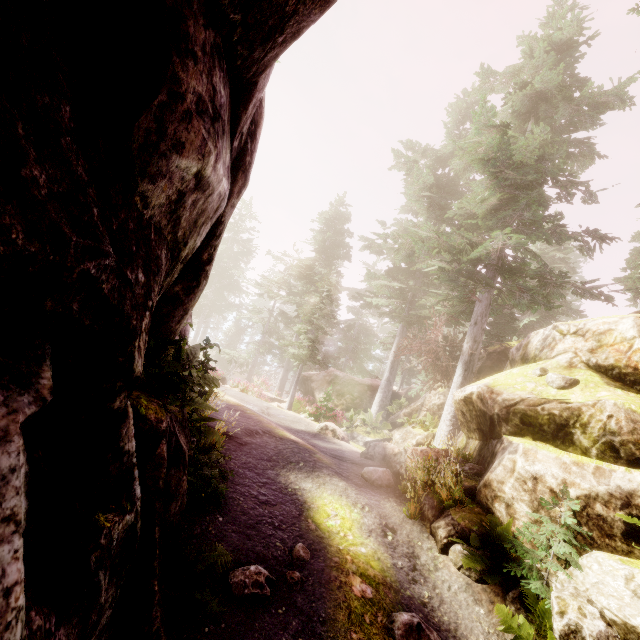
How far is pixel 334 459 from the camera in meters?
10.6

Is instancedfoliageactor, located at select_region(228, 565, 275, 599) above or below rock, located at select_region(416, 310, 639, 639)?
below

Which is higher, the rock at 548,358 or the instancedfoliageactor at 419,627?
the rock at 548,358

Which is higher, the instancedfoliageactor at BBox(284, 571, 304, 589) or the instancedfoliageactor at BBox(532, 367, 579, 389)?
the instancedfoliageactor at BBox(532, 367, 579, 389)

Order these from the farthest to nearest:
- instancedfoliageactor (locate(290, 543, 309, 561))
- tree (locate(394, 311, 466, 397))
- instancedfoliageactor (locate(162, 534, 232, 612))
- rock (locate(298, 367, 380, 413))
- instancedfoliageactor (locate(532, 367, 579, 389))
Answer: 1. rock (locate(298, 367, 380, 413))
2. tree (locate(394, 311, 466, 397))
3. instancedfoliageactor (locate(532, 367, 579, 389))
4. instancedfoliageactor (locate(290, 543, 309, 561))
5. instancedfoliageactor (locate(162, 534, 232, 612))

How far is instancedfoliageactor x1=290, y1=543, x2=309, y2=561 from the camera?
5.59m

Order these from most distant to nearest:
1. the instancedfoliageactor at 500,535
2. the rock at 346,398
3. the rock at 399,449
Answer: the rock at 346,398 < the rock at 399,449 < the instancedfoliageactor at 500,535
